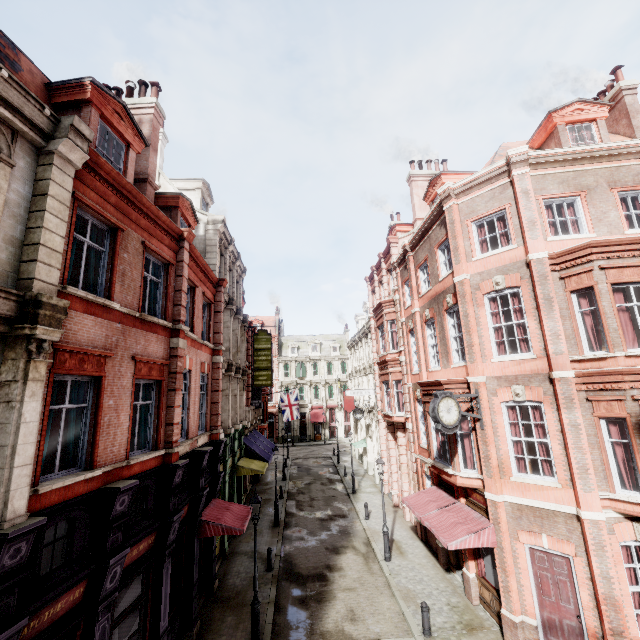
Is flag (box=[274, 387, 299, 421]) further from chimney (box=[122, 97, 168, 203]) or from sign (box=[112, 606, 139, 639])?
sign (box=[112, 606, 139, 639])

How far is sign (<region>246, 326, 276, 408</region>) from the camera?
24.2m

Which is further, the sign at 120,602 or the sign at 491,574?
the sign at 491,574

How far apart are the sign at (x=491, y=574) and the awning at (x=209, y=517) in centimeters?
913cm

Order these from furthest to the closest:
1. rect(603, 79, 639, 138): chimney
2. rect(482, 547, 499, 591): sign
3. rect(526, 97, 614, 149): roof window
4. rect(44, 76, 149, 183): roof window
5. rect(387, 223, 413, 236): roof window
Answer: rect(387, 223, 413, 236): roof window
rect(603, 79, 639, 138): chimney
rect(526, 97, 614, 149): roof window
rect(482, 547, 499, 591): sign
rect(44, 76, 149, 183): roof window

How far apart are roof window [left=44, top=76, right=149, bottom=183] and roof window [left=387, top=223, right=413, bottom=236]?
18.2 meters

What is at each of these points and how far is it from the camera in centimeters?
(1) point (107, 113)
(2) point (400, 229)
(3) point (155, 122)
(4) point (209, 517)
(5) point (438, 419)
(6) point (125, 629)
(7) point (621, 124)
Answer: (1) roof window, 958cm
(2) roof window, 2519cm
(3) chimney, 1318cm
(4) awning, 1257cm
(5) clock, 1070cm
(6) sign, 824cm
(7) chimney, 1547cm

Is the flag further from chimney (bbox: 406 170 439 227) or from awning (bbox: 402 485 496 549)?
chimney (bbox: 406 170 439 227)
